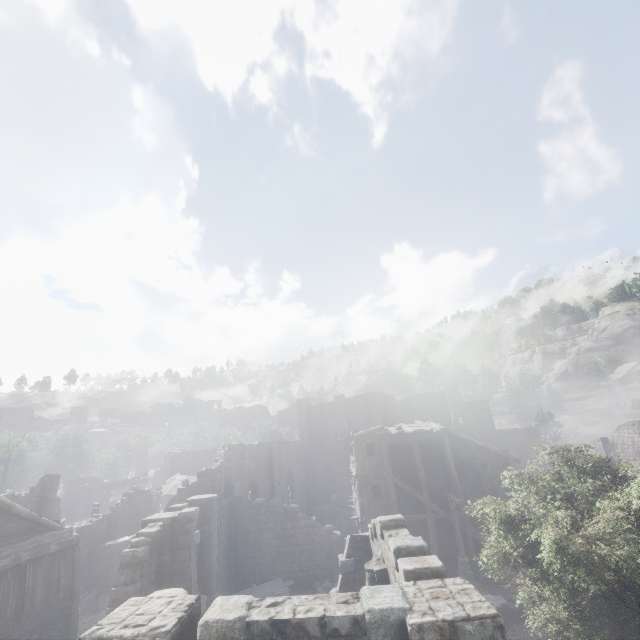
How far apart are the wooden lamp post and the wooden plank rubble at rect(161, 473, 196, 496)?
28.7m

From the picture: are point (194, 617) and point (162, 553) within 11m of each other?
yes

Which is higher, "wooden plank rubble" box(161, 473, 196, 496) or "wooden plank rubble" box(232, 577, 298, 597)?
"wooden plank rubble" box(161, 473, 196, 496)

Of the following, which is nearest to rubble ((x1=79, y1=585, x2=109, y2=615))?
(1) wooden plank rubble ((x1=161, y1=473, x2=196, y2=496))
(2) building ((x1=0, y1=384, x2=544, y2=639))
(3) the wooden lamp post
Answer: (2) building ((x1=0, y1=384, x2=544, y2=639))

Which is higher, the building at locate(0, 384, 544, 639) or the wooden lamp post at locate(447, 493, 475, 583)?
the building at locate(0, 384, 544, 639)

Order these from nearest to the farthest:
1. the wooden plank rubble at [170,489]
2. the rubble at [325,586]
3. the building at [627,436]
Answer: the rubble at [325,586] → the building at [627,436] → the wooden plank rubble at [170,489]

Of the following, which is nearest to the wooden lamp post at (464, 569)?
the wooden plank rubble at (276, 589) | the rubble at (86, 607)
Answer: the wooden plank rubble at (276, 589)

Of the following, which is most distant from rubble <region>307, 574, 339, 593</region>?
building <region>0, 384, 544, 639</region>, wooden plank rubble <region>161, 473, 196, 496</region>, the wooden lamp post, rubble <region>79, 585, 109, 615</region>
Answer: wooden plank rubble <region>161, 473, 196, 496</region>
